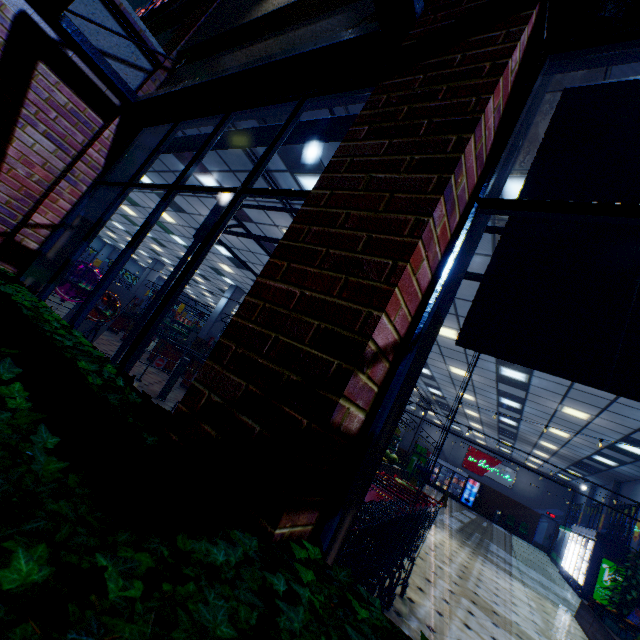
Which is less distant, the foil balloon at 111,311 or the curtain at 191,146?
the curtain at 191,146

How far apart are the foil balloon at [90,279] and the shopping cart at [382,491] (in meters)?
5.12

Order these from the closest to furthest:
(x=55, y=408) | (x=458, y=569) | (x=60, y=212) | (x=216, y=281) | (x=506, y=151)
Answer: (x=55, y=408)
(x=506, y=151)
(x=60, y=212)
(x=458, y=569)
(x=216, y=281)

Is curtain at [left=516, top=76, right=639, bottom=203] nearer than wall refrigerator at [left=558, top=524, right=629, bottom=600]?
Yes

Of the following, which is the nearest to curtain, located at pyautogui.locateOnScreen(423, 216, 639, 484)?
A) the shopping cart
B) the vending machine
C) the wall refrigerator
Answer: the shopping cart

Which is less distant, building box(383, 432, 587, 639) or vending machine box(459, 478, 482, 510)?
building box(383, 432, 587, 639)

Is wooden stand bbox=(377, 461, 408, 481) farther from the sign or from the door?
the door

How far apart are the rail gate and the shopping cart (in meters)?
4.88
